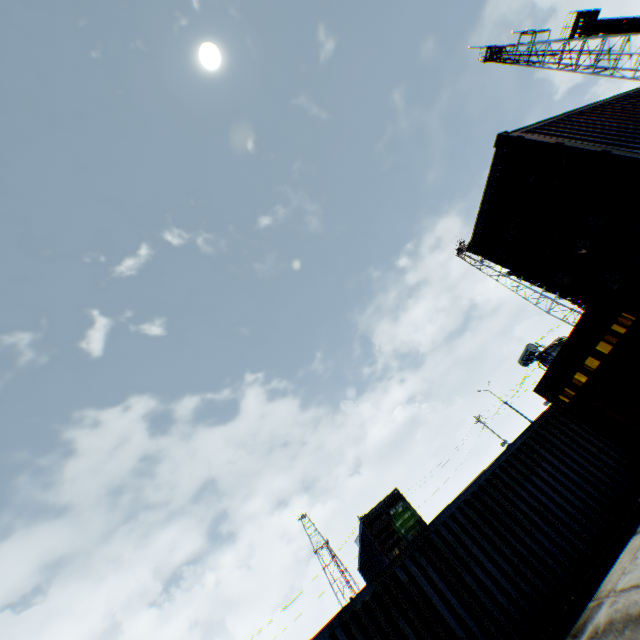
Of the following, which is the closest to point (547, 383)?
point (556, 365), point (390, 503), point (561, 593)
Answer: point (556, 365)

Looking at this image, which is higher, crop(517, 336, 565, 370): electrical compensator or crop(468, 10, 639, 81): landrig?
crop(468, 10, 639, 81): landrig

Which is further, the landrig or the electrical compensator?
the landrig

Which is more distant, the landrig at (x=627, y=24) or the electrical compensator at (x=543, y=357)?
the landrig at (x=627, y=24)

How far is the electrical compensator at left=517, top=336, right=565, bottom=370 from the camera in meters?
23.0 m

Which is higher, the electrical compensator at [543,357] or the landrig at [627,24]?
the landrig at [627,24]
